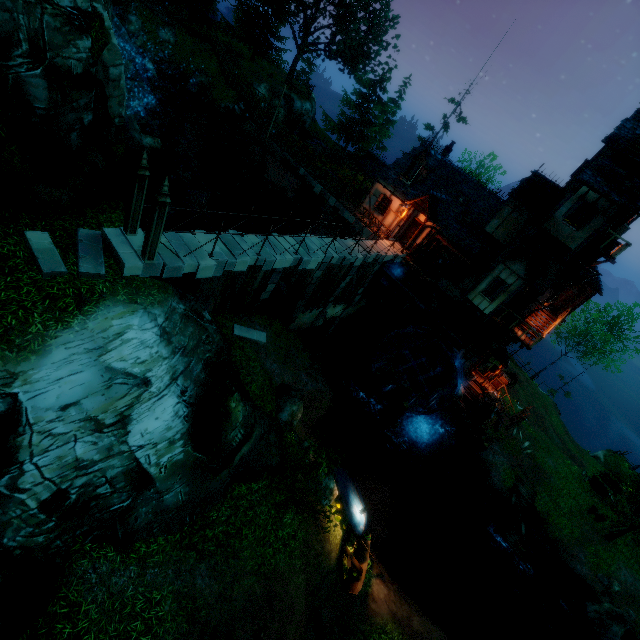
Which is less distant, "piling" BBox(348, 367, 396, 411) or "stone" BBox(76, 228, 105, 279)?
"stone" BBox(76, 228, 105, 279)

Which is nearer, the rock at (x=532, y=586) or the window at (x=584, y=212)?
the window at (x=584, y=212)

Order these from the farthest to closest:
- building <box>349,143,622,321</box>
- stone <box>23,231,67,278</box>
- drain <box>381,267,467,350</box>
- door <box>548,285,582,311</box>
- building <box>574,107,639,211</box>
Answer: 1. door <box>548,285,582,311</box>
2. drain <box>381,267,467,350</box>
3. building <box>349,143,622,321</box>
4. building <box>574,107,639,211</box>
5. stone <box>23,231,67,278</box>

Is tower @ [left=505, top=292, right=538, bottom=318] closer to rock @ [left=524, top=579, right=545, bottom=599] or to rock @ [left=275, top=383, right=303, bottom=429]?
rock @ [left=524, top=579, right=545, bottom=599]

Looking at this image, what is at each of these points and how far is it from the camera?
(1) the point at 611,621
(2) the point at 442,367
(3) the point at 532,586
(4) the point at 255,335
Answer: (1) rock, 19.0 meters
(2) water wheel, 21.6 meters
(3) rock, 20.0 meters
(4) stone, 15.2 meters

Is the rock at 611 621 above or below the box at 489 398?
below

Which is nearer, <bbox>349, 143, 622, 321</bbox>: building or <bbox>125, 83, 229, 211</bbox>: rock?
<bbox>125, 83, 229, 211</bbox>: rock

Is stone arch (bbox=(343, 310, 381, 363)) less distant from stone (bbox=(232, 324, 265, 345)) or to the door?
the door
